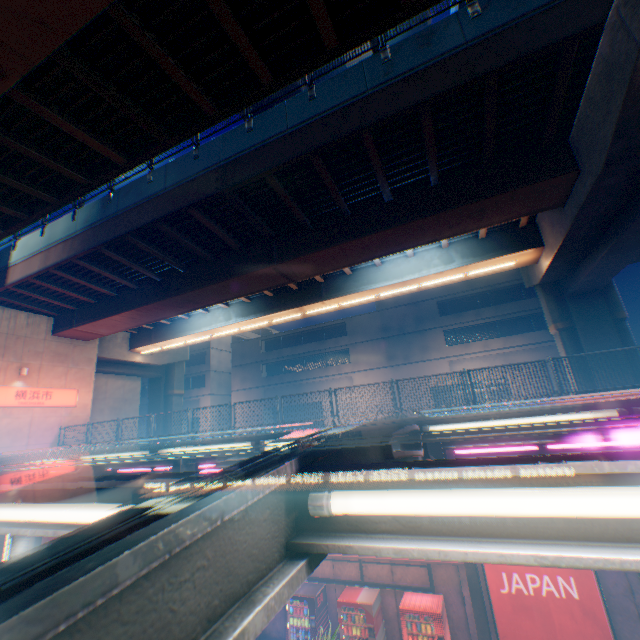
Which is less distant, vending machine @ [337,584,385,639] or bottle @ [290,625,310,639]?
vending machine @ [337,584,385,639]

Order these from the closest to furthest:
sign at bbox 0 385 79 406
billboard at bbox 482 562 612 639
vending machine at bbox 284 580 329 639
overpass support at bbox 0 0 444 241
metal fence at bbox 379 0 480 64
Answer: overpass support at bbox 0 0 444 241
billboard at bbox 482 562 612 639
metal fence at bbox 379 0 480 64
vending machine at bbox 284 580 329 639
sign at bbox 0 385 79 406

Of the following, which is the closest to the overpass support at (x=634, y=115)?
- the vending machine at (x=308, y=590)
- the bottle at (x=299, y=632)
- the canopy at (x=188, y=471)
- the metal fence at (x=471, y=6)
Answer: the metal fence at (x=471, y=6)

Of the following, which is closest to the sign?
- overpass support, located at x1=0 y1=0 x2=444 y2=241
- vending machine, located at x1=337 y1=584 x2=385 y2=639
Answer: overpass support, located at x1=0 y1=0 x2=444 y2=241

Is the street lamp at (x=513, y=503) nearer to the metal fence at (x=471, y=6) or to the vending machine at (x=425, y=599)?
the metal fence at (x=471, y=6)

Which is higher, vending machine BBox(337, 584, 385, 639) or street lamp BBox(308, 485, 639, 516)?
street lamp BBox(308, 485, 639, 516)

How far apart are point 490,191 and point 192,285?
13.41m

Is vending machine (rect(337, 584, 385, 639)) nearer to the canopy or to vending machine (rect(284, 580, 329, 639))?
vending machine (rect(284, 580, 329, 639))
